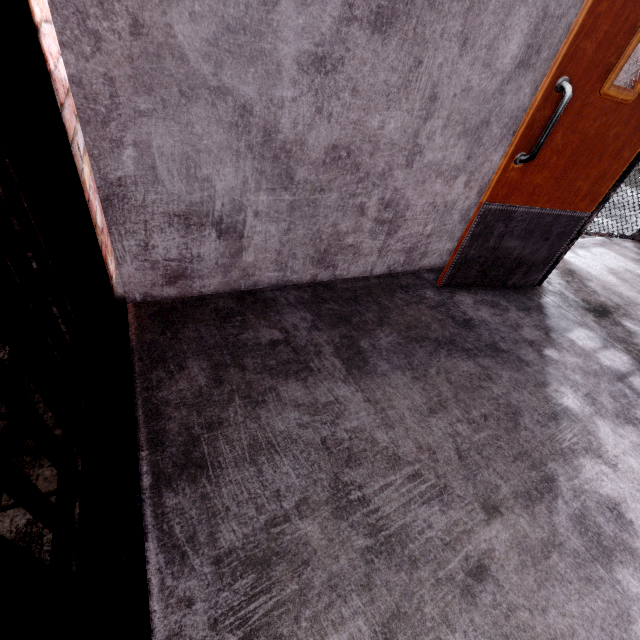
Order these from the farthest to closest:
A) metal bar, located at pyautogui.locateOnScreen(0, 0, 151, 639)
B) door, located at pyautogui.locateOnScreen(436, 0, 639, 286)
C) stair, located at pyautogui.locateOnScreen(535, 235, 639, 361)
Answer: stair, located at pyautogui.locateOnScreen(535, 235, 639, 361), door, located at pyautogui.locateOnScreen(436, 0, 639, 286), metal bar, located at pyautogui.locateOnScreen(0, 0, 151, 639)

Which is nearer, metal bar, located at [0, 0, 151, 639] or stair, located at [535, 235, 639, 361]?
metal bar, located at [0, 0, 151, 639]

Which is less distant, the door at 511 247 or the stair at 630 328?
→ the door at 511 247

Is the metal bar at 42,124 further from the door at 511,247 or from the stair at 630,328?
the stair at 630,328

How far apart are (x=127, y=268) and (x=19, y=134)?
1.0m

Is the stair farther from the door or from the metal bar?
the metal bar

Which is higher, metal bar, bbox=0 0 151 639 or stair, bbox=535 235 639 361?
metal bar, bbox=0 0 151 639
